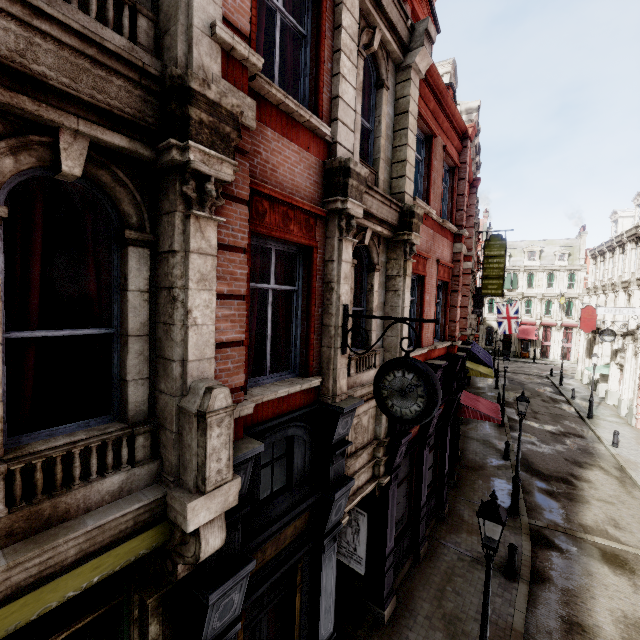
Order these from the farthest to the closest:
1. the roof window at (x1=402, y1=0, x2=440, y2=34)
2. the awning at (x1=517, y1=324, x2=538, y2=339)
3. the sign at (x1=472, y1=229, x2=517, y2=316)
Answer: the awning at (x1=517, y1=324, x2=538, y2=339), the sign at (x1=472, y1=229, x2=517, y2=316), the roof window at (x1=402, y1=0, x2=440, y2=34)

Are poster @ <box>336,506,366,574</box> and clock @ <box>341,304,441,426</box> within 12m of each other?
yes

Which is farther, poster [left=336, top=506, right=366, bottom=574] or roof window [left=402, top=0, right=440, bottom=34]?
roof window [left=402, top=0, right=440, bottom=34]

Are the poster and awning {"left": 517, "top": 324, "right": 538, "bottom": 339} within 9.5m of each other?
no

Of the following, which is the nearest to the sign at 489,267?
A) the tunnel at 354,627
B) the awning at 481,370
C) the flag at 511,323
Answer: the awning at 481,370

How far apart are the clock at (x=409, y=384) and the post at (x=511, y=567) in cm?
809

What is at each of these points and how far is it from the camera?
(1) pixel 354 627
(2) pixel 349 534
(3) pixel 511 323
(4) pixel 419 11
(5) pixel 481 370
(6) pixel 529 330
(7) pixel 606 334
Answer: (1) tunnel, 7.8 meters
(2) poster, 8.7 meters
(3) flag, 30.8 meters
(4) roof window, 9.5 meters
(5) awning, 21.7 meters
(6) awning, 47.9 meters
(7) clock, 24.3 meters

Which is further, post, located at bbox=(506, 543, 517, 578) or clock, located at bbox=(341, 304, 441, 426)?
post, located at bbox=(506, 543, 517, 578)
